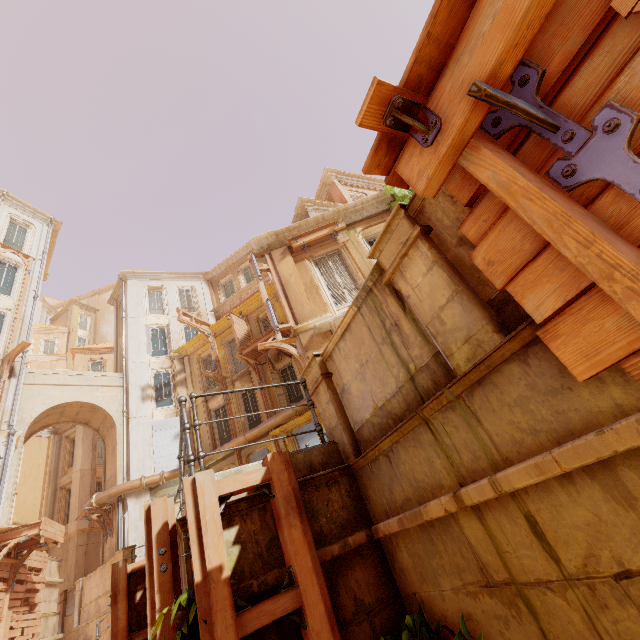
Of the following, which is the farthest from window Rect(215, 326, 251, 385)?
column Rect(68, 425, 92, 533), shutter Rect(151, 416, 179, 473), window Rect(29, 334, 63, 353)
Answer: window Rect(29, 334, 63, 353)

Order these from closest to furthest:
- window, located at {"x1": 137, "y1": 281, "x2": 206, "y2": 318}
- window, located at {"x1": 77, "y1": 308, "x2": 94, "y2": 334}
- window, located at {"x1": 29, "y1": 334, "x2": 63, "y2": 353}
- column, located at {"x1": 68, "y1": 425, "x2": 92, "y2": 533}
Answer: column, located at {"x1": 68, "y1": 425, "x2": 92, "y2": 533}
window, located at {"x1": 137, "y1": 281, "x2": 206, "y2": 318}
window, located at {"x1": 29, "y1": 334, "x2": 63, "y2": 353}
window, located at {"x1": 77, "y1": 308, "x2": 94, "y2": 334}

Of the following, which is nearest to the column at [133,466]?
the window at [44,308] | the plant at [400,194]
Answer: the plant at [400,194]

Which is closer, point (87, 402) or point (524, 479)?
point (524, 479)

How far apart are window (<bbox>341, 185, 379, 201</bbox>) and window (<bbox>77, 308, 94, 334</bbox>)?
41.4m

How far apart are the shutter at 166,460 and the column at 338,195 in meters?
16.0 m

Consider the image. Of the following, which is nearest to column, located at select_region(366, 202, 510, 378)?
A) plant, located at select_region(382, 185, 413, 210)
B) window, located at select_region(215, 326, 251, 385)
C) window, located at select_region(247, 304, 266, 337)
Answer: plant, located at select_region(382, 185, 413, 210)

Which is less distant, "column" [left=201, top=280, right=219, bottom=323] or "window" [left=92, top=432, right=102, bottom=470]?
"window" [left=92, top=432, right=102, bottom=470]
